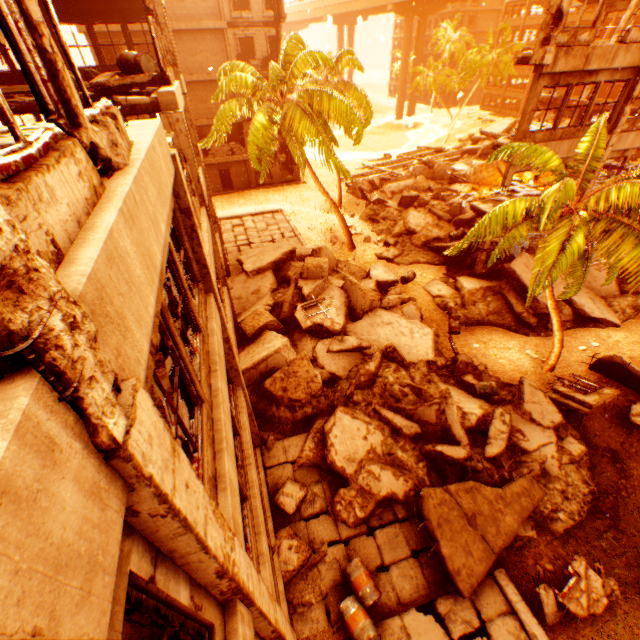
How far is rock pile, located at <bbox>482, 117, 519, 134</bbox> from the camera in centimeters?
3484cm

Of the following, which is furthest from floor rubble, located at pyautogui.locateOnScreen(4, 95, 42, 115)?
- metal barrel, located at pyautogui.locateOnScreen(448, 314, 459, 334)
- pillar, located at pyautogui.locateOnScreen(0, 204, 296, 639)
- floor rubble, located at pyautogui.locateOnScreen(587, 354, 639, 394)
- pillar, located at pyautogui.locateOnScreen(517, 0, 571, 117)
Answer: metal barrel, located at pyautogui.locateOnScreen(448, 314, 459, 334)

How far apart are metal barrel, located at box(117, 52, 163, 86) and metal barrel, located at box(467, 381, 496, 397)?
14.0 meters

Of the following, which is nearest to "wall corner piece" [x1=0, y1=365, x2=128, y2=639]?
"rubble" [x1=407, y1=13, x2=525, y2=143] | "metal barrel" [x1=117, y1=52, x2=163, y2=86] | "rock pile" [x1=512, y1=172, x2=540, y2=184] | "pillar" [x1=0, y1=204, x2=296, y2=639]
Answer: "pillar" [x1=0, y1=204, x2=296, y2=639]

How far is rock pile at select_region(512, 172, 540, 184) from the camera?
27.08m

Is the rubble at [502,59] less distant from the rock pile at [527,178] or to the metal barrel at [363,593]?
the metal barrel at [363,593]

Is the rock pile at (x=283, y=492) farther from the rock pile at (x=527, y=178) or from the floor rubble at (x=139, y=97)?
the floor rubble at (x=139, y=97)

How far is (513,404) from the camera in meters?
11.6 m
